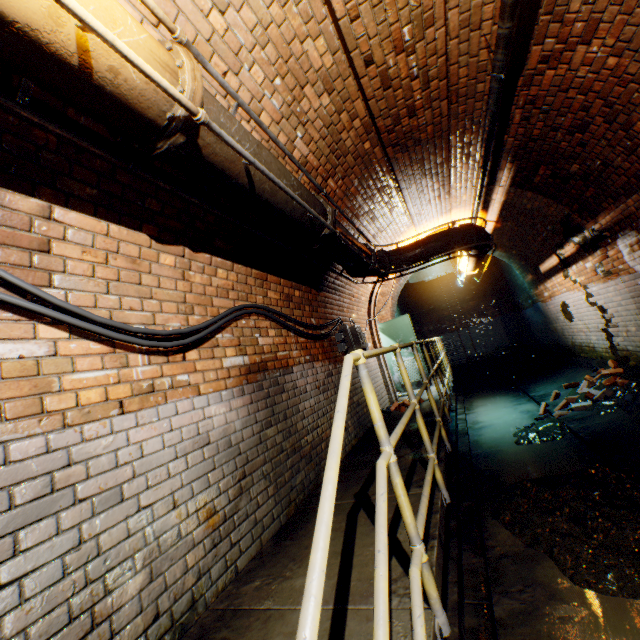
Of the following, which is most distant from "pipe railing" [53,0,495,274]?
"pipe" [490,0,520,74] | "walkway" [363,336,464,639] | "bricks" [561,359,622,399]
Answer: "bricks" [561,359,622,399]

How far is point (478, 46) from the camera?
3.1m

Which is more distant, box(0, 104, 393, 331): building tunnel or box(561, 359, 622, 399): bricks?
box(561, 359, 622, 399): bricks

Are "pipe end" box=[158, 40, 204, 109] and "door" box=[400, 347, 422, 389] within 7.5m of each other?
no

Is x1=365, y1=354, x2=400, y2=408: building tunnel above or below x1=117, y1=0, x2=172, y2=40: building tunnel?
below

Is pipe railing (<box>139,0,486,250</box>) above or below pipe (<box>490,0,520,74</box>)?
below

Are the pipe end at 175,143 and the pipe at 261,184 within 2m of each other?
yes

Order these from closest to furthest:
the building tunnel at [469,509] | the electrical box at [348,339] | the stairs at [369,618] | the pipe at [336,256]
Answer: the stairs at [369,618], the building tunnel at [469,509], the pipe at [336,256], the electrical box at [348,339]
